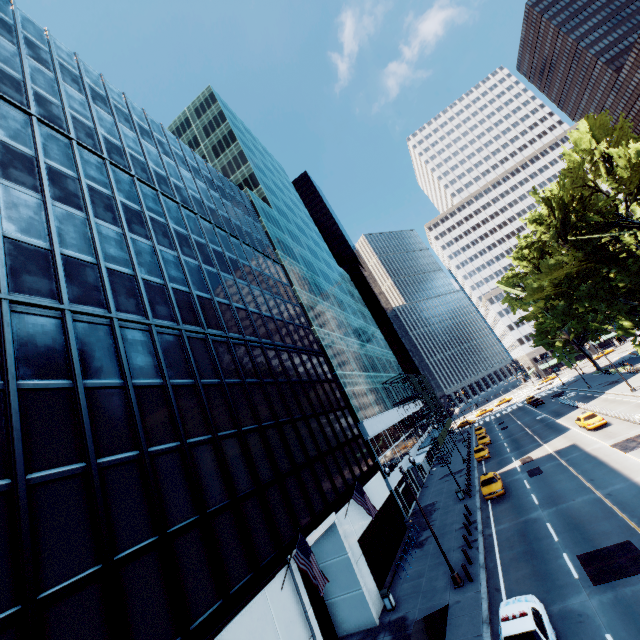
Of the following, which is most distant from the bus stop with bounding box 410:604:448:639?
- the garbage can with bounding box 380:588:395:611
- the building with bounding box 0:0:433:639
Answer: the garbage can with bounding box 380:588:395:611

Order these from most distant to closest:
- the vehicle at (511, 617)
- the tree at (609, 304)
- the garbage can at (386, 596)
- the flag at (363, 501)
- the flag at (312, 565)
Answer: the tree at (609, 304), the flag at (363, 501), the garbage can at (386, 596), the flag at (312, 565), the vehicle at (511, 617)

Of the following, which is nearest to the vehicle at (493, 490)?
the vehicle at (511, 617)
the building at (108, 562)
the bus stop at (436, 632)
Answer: the building at (108, 562)

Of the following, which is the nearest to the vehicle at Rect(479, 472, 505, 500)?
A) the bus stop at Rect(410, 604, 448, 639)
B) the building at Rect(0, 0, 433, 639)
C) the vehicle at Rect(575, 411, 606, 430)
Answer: the building at Rect(0, 0, 433, 639)

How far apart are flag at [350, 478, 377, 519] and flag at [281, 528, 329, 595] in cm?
797

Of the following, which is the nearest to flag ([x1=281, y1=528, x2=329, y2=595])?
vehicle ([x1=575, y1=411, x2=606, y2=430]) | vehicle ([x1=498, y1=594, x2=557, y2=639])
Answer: vehicle ([x1=498, y1=594, x2=557, y2=639])

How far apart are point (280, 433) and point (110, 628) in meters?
12.7 m

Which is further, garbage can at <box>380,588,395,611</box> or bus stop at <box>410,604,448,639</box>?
garbage can at <box>380,588,395,611</box>
